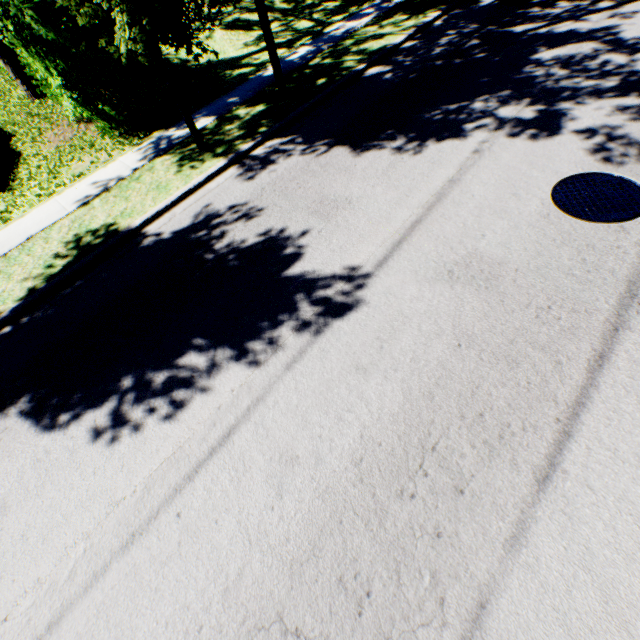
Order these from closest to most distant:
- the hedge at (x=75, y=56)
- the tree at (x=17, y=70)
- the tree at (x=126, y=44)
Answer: the tree at (x=126, y=44) < the hedge at (x=75, y=56) < the tree at (x=17, y=70)

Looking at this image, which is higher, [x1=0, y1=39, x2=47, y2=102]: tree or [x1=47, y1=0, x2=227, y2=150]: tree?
[x1=47, y1=0, x2=227, y2=150]: tree

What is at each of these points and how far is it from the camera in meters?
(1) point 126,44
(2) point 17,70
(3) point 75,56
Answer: (1) tree, 4.9
(2) tree, 10.3
(3) hedge, 7.5

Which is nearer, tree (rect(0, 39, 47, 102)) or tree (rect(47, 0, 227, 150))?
tree (rect(47, 0, 227, 150))

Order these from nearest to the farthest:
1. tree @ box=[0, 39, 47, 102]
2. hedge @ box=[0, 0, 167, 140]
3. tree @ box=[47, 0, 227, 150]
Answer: tree @ box=[47, 0, 227, 150], hedge @ box=[0, 0, 167, 140], tree @ box=[0, 39, 47, 102]

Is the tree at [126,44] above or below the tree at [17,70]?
above

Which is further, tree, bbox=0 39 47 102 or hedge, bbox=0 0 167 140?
tree, bbox=0 39 47 102
